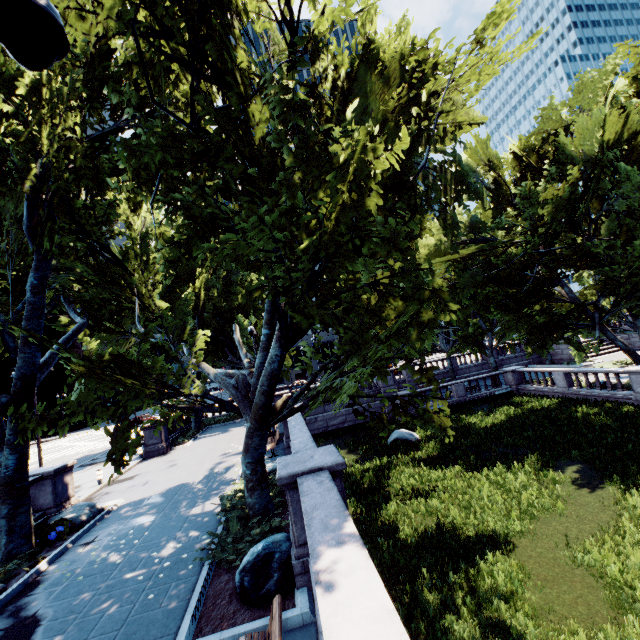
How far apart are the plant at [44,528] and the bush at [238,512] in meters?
6.4

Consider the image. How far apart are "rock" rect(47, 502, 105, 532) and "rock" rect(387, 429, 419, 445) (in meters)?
15.15

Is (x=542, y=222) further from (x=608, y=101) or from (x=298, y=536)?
(x=298, y=536)

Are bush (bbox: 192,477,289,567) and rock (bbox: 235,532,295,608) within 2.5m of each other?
yes

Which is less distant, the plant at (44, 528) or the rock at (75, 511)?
the plant at (44, 528)

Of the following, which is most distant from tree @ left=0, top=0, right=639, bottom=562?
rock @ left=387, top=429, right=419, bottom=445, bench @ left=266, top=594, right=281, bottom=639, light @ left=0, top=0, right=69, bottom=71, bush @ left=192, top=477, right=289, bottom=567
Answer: rock @ left=387, top=429, right=419, bottom=445

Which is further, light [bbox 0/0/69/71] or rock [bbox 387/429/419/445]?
rock [bbox 387/429/419/445]

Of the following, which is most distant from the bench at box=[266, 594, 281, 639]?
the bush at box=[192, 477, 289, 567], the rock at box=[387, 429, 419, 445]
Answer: the rock at box=[387, 429, 419, 445]
